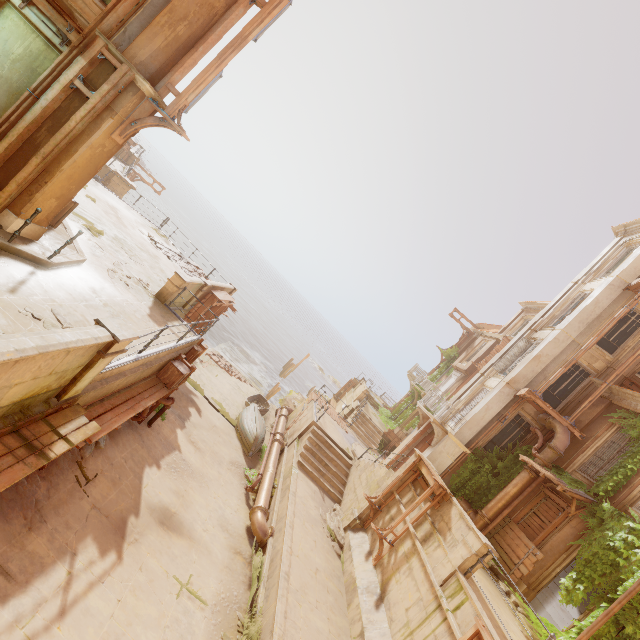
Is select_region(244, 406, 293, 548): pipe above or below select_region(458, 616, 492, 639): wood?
below

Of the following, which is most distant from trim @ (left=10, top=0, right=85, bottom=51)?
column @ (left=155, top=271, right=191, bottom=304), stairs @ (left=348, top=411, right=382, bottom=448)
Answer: stairs @ (left=348, top=411, right=382, bottom=448)

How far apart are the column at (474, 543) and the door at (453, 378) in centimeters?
2047cm

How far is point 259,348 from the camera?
52.6 meters

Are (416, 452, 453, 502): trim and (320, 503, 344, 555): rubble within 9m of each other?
yes

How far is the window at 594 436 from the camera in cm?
1344

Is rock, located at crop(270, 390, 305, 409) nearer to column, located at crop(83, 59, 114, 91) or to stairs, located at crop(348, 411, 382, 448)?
stairs, located at crop(348, 411, 382, 448)

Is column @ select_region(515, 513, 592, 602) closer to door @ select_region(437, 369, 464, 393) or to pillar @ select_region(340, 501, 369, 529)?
pillar @ select_region(340, 501, 369, 529)
